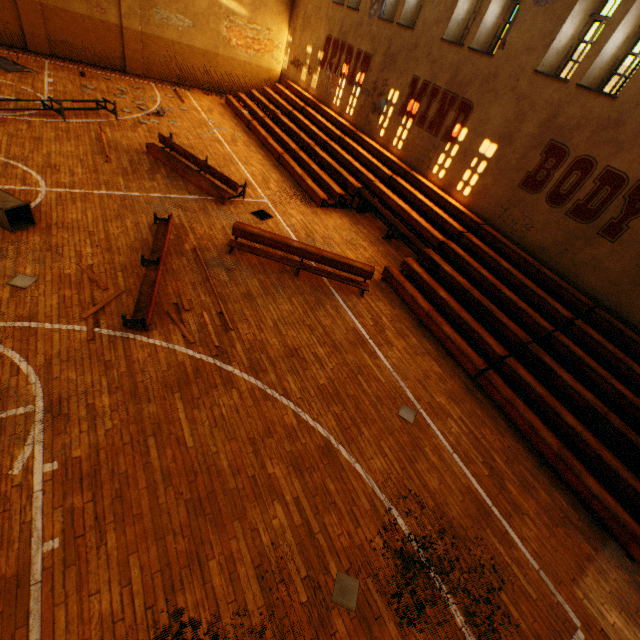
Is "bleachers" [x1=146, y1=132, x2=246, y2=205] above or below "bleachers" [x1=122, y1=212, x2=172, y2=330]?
above

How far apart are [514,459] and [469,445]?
1.01m

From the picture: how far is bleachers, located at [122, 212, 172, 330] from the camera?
6.1m

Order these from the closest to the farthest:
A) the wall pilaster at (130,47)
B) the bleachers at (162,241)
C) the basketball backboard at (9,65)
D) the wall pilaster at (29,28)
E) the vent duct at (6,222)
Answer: the bleachers at (162,241)
the vent duct at (6,222)
the basketball backboard at (9,65)
the wall pilaster at (29,28)
the wall pilaster at (130,47)

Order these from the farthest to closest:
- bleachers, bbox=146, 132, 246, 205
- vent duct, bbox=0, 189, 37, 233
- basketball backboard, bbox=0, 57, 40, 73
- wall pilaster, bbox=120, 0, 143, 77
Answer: wall pilaster, bbox=120, 0, 143, 77, basketball backboard, bbox=0, 57, 40, 73, bleachers, bbox=146, 132, 246, 205, vent duct, bbox=0, 189, 37, 233

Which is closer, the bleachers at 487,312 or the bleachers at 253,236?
the bleachers at 487,312

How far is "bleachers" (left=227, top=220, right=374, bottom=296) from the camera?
8.5m

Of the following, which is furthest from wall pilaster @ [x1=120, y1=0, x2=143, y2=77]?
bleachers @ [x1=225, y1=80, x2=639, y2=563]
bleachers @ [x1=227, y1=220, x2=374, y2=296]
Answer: bleachers @ [x1=227, y1=220, x2=374, y2=296]
